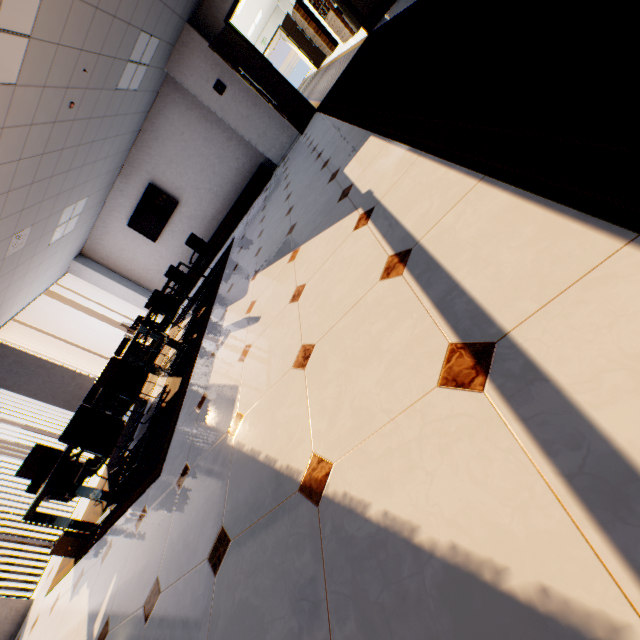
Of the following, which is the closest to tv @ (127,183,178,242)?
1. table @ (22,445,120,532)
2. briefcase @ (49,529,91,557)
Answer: table @ (22,445,120,532)

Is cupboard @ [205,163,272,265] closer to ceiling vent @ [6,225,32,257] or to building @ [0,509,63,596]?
ceiling vent @ [6,225,32,257]

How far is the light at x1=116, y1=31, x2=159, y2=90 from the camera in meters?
5.2

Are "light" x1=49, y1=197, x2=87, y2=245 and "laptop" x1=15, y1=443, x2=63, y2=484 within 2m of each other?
no

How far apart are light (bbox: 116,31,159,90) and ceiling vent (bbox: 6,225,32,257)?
2.82m

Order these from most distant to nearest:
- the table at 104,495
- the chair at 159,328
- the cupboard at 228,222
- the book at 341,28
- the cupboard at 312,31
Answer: the cupboard at 312,31 < the book at 341,28 < the cupboard at 228,222 < the chair at 159,328 < the table at 104,495

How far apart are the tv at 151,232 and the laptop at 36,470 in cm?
664

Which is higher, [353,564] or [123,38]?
[123,38]
